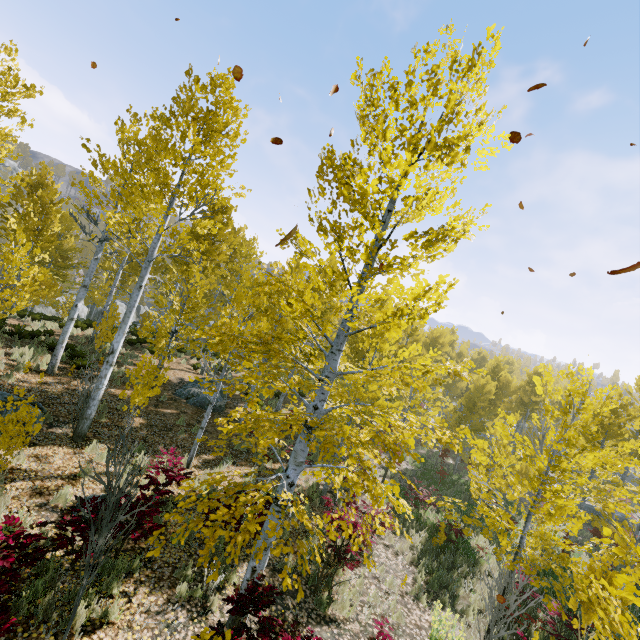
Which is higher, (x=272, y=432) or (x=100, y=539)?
(x=272, y=432)

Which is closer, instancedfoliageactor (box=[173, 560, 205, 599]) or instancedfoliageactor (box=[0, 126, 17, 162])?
instancedfoliageactor (box=[173, 560, 205, 599])

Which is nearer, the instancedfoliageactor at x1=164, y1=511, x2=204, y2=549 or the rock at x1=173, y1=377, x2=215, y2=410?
the instancedfoliageactor at x1=164, y1=511, x2=204, y2=549

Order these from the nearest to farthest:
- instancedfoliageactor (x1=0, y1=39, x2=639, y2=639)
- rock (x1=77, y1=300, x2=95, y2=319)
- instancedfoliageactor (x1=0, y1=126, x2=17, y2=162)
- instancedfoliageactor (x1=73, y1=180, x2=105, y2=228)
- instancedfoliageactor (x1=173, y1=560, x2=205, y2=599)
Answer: instancedfoliageactor (x1=0, y1=39, x2=639, y2=639)
instancedfoliageactor (x1=173, y1=560, x2=205, y2=599)
instancedfoliageactor (x1=0, y1=126, x2=17, y2=162)
instancedfoliageactor (x1=73, y1=180, x2=105, y2=228)
rock (x1=77, y1=300, x2=95, y2=319)

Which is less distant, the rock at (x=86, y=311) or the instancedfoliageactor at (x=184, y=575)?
the instancedfoliageactor at (x=184, y=575)

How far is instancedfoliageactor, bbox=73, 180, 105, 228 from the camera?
10.53m

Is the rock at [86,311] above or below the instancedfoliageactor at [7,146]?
below
